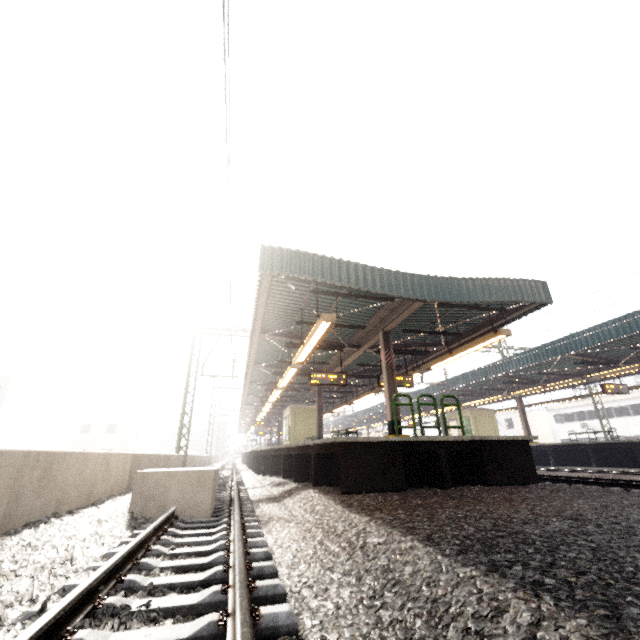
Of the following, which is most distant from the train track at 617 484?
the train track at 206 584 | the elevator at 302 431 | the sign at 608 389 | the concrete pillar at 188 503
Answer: the concrete pillar at 188 503

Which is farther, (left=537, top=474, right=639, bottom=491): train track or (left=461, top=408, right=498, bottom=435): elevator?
(left=461, top=408, right=498, bottom=435): elevator

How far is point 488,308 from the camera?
10.0m

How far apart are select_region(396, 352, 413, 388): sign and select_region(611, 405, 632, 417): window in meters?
35.6

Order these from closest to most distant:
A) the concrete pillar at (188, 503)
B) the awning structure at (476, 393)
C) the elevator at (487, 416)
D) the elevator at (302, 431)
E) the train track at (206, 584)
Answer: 1. the train track at (206, 584)
2. the concrete pillar at (188, 503)
3. the awning structure at (476, 393)
4. the elevator at (302, 431)
5. the elevator at (487, 416)

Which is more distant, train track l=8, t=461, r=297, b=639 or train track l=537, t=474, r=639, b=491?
train track l=537, t=474, r=639, b=491

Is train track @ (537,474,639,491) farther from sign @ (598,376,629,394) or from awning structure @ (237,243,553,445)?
sign @ (598,376,629,394)

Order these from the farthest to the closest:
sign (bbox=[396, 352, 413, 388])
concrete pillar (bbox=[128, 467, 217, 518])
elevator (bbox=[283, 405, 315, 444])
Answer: elevator (bbox=[283, 405, 315, 444]) → sign (bbox=[396, 352, 413, 388]) → concrete pillar (bbox=[128, 467, 217, 518])
